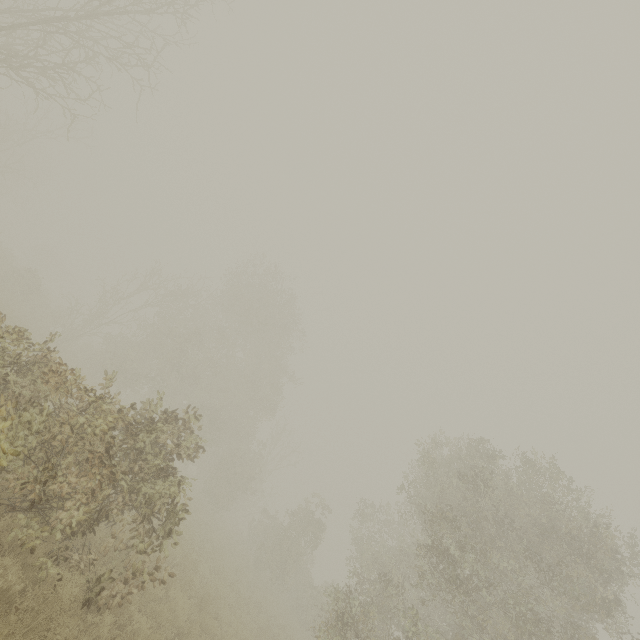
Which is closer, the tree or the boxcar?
the tree

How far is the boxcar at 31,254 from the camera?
53.91m

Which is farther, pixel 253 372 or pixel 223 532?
pixel 253 372

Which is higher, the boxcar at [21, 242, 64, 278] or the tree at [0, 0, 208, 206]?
the tree at [0, 0, 208, 206]

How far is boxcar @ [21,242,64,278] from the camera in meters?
53.9 m

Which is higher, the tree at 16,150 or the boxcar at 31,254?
the tree at 16,150
